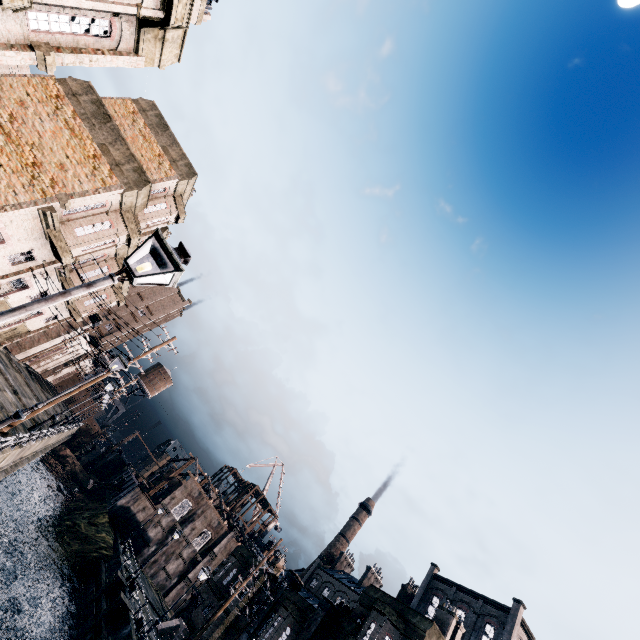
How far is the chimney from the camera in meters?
58.4 m

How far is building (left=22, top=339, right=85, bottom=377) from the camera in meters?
47.1 m

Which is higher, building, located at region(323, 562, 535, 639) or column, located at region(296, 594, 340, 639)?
building, located at region(323, 562, 535, 639)

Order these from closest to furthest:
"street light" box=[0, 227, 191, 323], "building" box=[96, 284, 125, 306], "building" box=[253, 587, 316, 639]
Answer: "street light" box=[0, 227, 191, 323], "building" box=[253, 587, 316, 639], "building" box=[96, 284, 125, 306]

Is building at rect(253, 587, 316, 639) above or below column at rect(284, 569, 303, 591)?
below

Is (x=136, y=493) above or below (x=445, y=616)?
below

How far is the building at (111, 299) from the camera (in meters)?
32.81

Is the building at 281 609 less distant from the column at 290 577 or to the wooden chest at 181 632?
the column at 290 577
